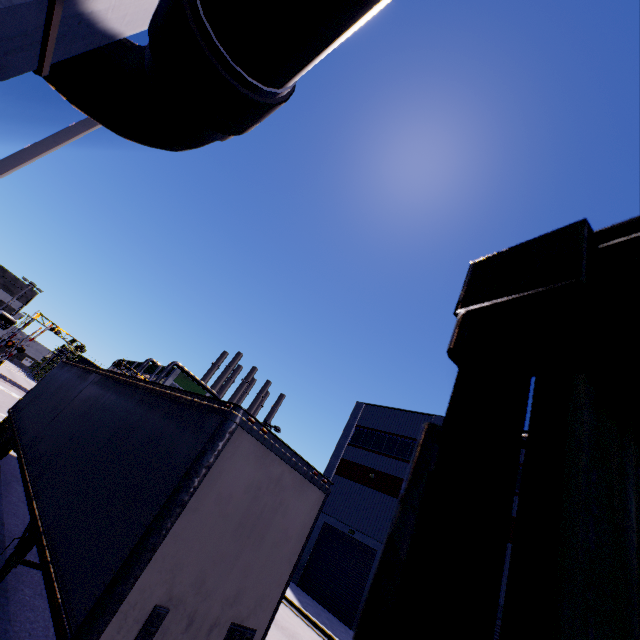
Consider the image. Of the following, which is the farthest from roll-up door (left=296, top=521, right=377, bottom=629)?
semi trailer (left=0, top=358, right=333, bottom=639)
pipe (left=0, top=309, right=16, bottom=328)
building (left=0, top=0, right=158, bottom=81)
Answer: pipe (left=0, top=309, right=16, bottom=328)

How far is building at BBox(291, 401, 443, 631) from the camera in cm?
2317

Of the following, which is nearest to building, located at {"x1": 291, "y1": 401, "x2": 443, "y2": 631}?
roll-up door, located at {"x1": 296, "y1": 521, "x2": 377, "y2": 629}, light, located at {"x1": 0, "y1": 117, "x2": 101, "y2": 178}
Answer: roll-up door, located at {"x1": 296, "y1": 521, "x2": 377, "y2": 629}

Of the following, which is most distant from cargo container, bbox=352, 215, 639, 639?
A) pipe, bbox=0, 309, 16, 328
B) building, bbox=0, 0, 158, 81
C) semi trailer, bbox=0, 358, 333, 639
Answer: pipe, bbox=0, 309, 16, 328

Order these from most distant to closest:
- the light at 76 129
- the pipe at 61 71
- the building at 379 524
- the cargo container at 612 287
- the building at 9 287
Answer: the building at 9 287 < the building at 379 524 < the light at 76 129 < the pipe at 61 71 < the cargo container at 612 287

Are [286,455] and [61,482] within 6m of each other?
yes

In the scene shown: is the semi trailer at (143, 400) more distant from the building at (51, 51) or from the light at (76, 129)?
the light at (76, 129)

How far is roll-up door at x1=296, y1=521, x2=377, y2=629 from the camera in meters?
20.8
